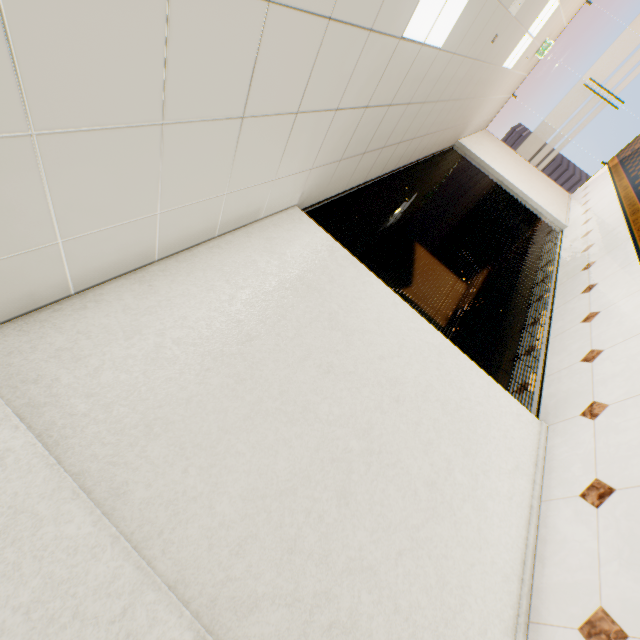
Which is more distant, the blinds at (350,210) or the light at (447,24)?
the blinds at (350,210)

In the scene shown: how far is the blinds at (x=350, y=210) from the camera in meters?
3.4 m

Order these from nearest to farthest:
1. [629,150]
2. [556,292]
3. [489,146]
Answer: [556,292] → [629,150] → [489,146]

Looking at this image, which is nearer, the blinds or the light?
the light

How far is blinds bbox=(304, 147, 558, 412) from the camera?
3.38m

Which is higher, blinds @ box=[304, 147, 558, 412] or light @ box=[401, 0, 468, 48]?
light @ box=[401, 0, 468, 48]
